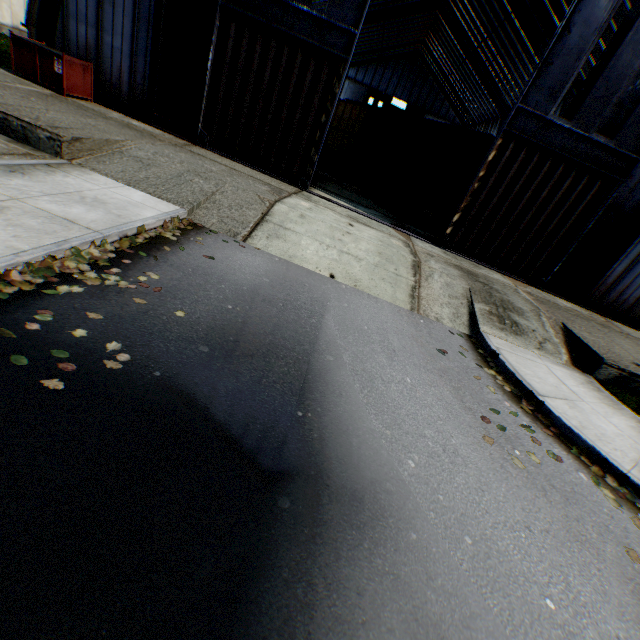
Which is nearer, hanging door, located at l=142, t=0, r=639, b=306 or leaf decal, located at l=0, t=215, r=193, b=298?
leaf decal, located at l=0, t=215, r=193, b=298

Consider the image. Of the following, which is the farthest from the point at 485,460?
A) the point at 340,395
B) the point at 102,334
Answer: the point at 102,334

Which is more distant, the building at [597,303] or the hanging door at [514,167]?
the building at [597,303]

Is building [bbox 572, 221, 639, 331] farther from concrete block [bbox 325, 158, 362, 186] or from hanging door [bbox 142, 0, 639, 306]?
concrete block [bbox 325, 158, 362, 186]

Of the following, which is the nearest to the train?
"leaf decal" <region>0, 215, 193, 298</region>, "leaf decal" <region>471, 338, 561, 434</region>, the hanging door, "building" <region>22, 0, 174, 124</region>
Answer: the hanging door

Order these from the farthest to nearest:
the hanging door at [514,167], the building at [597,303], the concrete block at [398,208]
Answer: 1. the concrete block at [398,208]
2. the building at [597,303]
3. the hanging door at [514,167]

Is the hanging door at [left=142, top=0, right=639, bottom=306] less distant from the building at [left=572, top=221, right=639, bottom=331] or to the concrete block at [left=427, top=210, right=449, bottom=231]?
the building at [left=572, top=221, right=639, bottom=331]

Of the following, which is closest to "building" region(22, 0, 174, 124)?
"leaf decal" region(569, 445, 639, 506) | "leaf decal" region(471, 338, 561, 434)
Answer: "leaf decal" region(471, 338, 561, 434)
